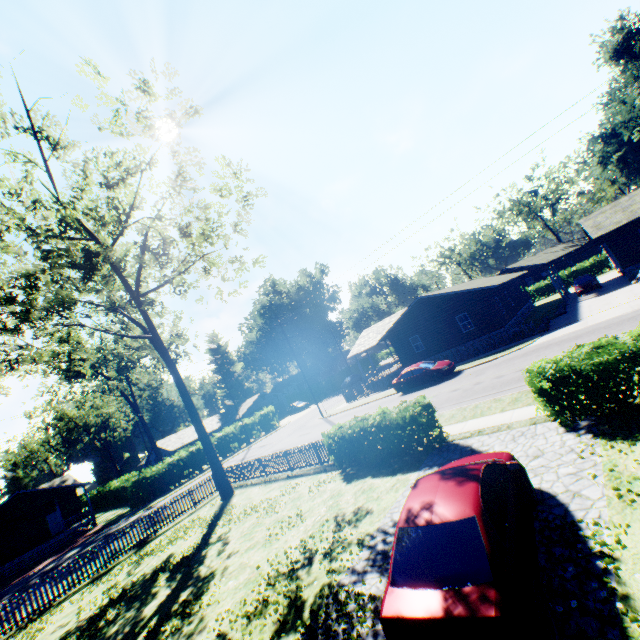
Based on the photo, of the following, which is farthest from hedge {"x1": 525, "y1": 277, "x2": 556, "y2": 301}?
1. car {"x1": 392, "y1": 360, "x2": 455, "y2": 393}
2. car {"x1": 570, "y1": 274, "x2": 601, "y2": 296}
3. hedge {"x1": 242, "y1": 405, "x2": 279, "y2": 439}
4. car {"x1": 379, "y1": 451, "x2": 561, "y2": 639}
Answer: car {"x1": 379, "y1": 451, "x2": 561, "y2": 639}

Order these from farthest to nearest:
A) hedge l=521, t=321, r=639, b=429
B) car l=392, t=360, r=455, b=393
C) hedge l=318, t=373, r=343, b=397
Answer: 1. hedge l=318, t=373, r=343, b=397
2. car l=392, t=360, r=455, b=393
3. hedge l=521, t=321, r=639, b=429

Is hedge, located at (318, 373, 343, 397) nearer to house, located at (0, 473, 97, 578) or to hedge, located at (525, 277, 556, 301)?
hedge, located at (525, 277, 556, 301)

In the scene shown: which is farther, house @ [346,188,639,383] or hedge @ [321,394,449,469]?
house @ [346,188,639,383]

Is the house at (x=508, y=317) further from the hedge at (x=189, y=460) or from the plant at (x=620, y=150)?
the plant at (x=620, y=150)

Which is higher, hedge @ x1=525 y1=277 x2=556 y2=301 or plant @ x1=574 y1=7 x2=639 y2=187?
plant @ x1=574 y1=7 x2=639 y2=187

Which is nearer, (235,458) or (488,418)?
(488,418)

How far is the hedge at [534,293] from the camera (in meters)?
45.91
